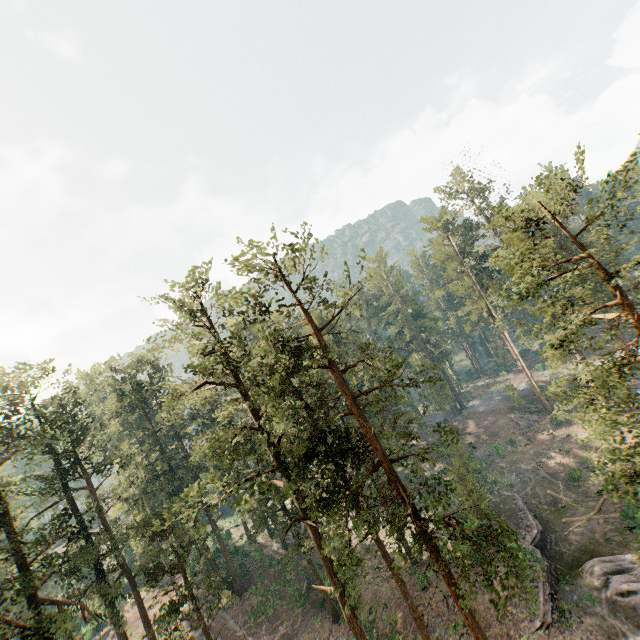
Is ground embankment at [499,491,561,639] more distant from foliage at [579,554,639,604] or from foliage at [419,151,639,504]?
foliage at [579,554,639,604]

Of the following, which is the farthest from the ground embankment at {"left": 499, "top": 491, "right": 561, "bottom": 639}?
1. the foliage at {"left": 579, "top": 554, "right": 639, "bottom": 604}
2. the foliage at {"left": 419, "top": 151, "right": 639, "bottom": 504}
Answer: the foliage at {"left": 579, "top": 554, "right": 639, "bottom": 604}

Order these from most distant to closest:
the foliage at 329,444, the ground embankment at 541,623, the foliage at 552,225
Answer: the ground embankment at 541,623
the foliage at 329,444
the foliage at 552,225

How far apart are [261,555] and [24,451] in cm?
2987

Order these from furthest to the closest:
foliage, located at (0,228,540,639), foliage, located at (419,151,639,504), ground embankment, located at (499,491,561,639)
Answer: ground embankment, located at (499,491,561,639), foliage, located at (0,228,540,639), foliage, located at (419,151,639,504)

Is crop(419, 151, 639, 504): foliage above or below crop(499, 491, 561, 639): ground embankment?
above

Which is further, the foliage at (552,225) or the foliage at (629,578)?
the foliage at (629,578)
